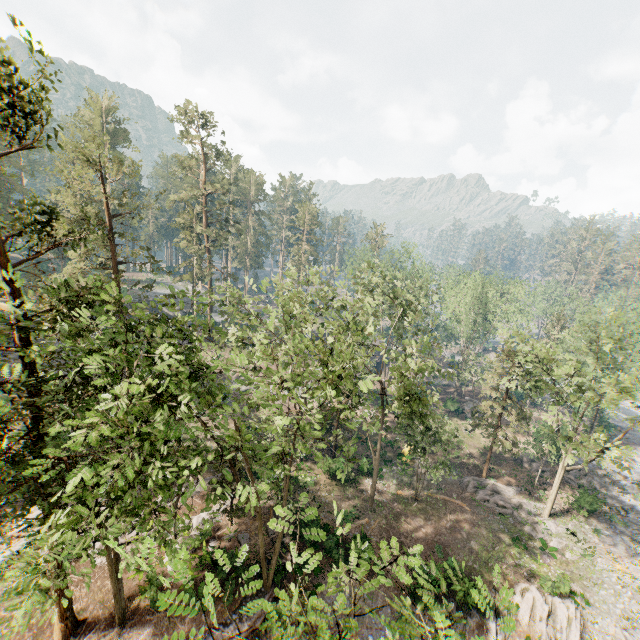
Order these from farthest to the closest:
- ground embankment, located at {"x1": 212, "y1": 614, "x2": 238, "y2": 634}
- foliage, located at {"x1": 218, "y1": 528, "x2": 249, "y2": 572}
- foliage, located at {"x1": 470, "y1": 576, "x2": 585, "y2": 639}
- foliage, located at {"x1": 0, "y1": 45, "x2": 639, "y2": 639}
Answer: ground embankment, located at {"x1": 212, "y1": 614, "x2": 238, "y2": 634} < foliage, located at {"x1": 0, "y1": 45, "x2": 639, "y2": 639} < foliage, located at {"x1": 470, "y1": 576, "x2": 585, "y2": 639} < foliage, located at {"x1": 218, "y1": 528, "x2": 249, "y2": 572}

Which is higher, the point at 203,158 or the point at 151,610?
the point at 203,158

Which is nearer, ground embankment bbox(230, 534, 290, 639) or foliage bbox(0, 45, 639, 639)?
foliage bbox(0, 45, 639, 639)

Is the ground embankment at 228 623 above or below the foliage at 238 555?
below

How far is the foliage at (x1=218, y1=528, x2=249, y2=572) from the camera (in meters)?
6.13
